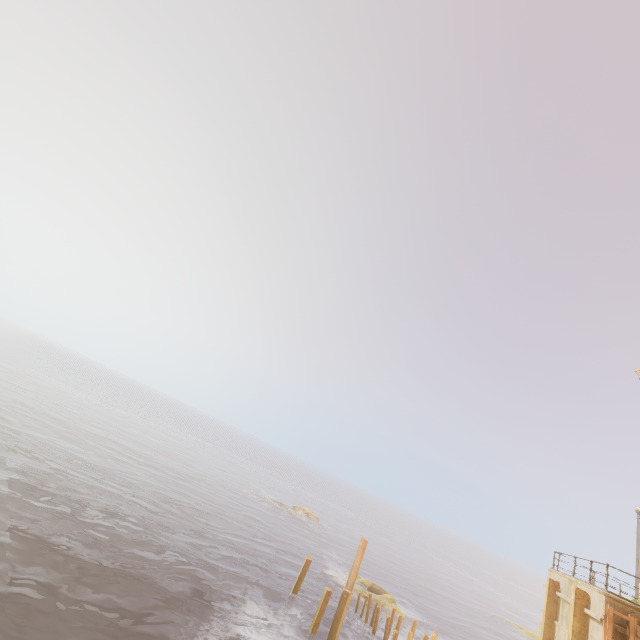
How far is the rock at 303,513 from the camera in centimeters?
4497cm

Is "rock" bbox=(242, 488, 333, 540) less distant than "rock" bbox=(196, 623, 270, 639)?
No

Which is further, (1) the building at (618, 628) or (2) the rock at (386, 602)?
(2) the rock at (386, 602)

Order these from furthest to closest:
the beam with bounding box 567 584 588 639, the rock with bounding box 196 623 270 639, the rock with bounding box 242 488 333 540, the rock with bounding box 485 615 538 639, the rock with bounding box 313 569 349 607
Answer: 1. the rock with bounding box 242 488 333 540
2. the rock with bounding box 485 615 538 639
3. the rock with bounding box 313 569 349 607
4. the rock with bounding box 196 623 270 639
5. the beam with bounding box 567 584 588 639

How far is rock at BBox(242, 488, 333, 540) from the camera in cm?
4497

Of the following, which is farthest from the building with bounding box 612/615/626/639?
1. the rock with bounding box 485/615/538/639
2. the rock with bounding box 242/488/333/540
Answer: the rock with bounding box 242/488/333/540

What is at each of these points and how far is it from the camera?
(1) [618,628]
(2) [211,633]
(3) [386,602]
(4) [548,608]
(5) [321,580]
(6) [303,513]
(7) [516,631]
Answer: (1) building, 12.0 meters
(2) rock, 14.5 meters
(3) rock, 26.8 meters
(4) beam, 16.6 meters
(5) rock, 27.7 meters
(6) rock, 50.8 meters
(7) rock, 42.1 meters

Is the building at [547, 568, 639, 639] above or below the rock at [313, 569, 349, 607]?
above
